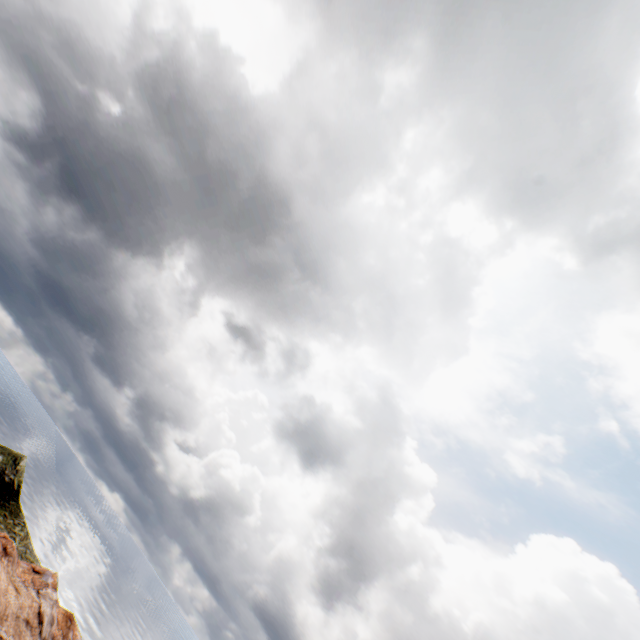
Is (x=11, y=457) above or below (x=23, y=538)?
above
